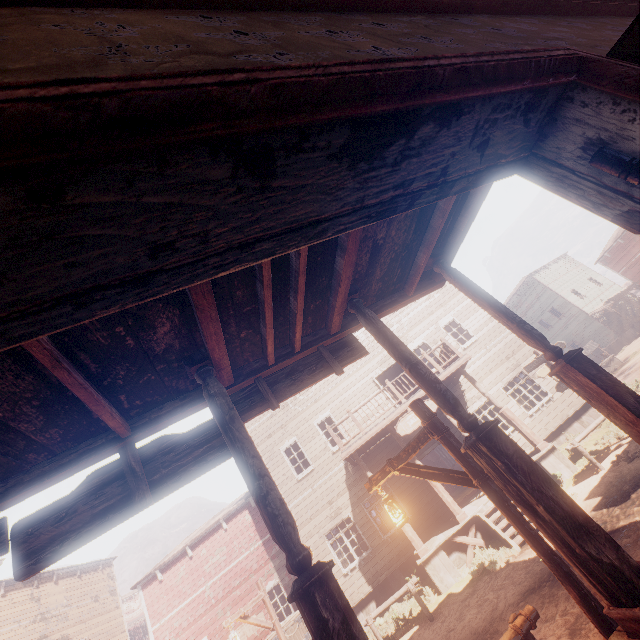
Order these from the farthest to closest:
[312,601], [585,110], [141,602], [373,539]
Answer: [141,602] → [373,539] → [312,601] → [585,110]

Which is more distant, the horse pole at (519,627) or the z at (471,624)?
the z at (471,624)

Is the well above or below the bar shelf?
below

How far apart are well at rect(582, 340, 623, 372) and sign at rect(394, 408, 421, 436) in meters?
19.4

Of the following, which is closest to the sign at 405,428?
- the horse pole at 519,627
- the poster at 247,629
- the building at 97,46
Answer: the building at 97,46

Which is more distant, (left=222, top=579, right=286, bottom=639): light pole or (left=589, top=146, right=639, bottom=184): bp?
(left=222, top=579, right=286, bottom=639): light pole

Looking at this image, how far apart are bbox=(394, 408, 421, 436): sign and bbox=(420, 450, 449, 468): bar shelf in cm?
1441

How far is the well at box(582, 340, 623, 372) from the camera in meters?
22.9
